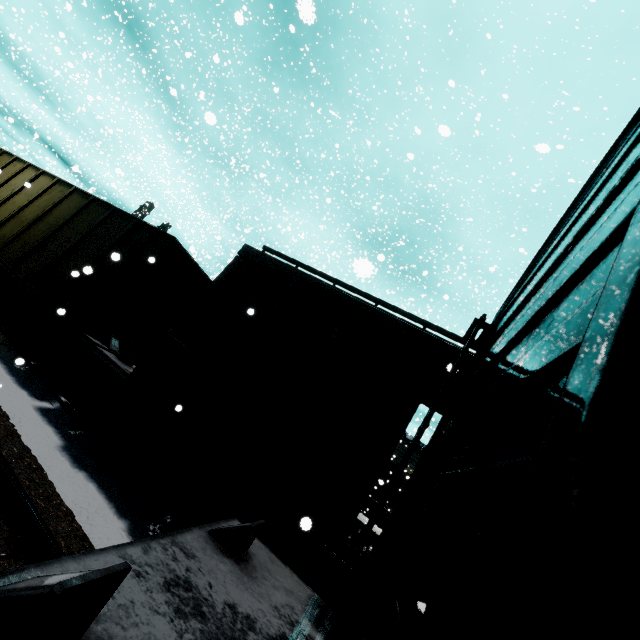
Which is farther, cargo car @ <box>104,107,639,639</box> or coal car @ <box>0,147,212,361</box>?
coal car @ <box>0,147,212,361</box>

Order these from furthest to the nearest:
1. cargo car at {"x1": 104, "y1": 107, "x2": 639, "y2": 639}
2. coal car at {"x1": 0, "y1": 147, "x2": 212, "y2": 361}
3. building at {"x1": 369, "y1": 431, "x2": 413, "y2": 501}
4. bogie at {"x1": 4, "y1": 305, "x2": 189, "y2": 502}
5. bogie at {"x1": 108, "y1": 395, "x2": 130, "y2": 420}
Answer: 1. building at {"x1": 369, "y1": 431, "x2": 413, "y2": 501}
2. coal car at {"x1": 0, "y1": 147, "x2": 212, "y2": 361}
3. bogie at {"x1": 108, "y1": 395, "x2": 130, "y2": 420}
4. bogie at {"x1": 4, "y1": 305, "x2": 189, "y2": 502}
5. cargo car at {"x1": 104, "y1": 107, "x2": 639, "y2": 639}

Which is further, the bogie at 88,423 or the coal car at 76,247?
the coal car at 76,247

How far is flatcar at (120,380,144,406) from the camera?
5.8m

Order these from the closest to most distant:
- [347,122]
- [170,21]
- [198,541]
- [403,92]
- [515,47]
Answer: [198,541] → [170,21] → [515,47] → [403,92] → [347,122]

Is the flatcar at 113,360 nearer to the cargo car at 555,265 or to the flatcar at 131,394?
the flatcar at 131,394

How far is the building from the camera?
29.89m

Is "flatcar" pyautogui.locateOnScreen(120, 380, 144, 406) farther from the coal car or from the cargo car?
the coal car
